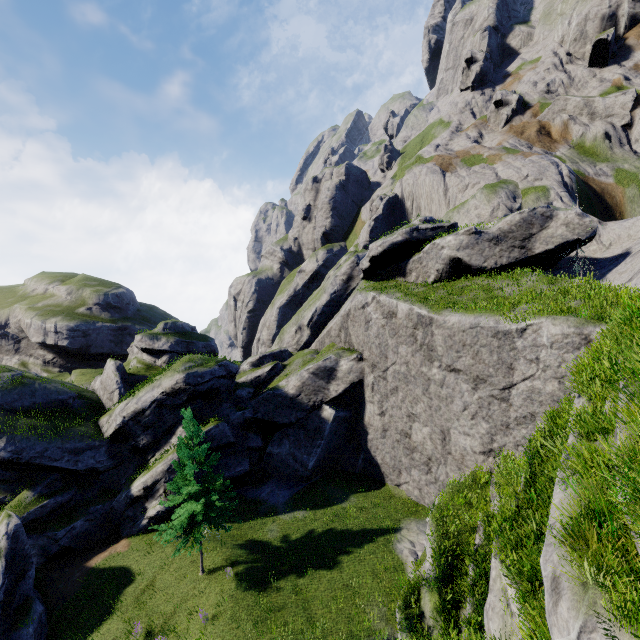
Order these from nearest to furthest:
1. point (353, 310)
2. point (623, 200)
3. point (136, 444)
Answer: point (136, 444) < point (353, 310) < point (623, 200)

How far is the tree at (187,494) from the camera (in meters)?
19.19

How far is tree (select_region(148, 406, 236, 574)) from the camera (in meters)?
19.19
